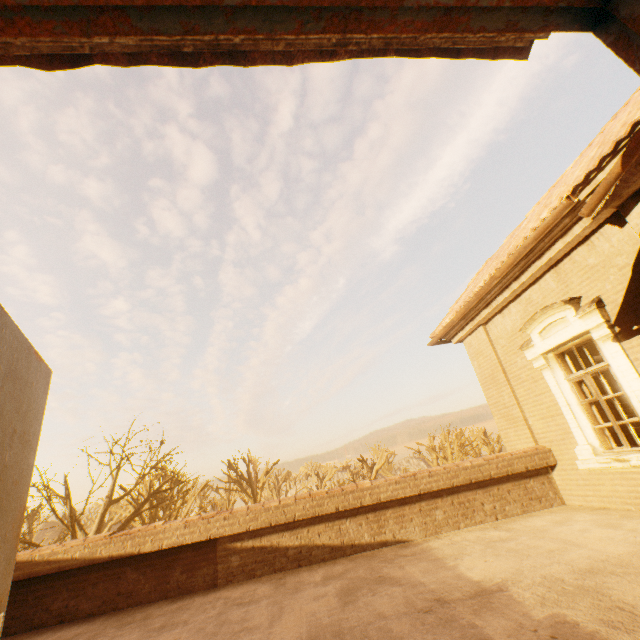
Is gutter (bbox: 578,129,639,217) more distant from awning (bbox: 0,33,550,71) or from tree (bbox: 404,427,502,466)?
tree (bbox: 404,427,502,466)

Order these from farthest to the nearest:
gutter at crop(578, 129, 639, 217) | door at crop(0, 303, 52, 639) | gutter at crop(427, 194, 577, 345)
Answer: gutter at crop(427, 194, 577, 345) → gutter at crop(578, 129, 639, 217) → door at crop(0, 303, 52, 639)

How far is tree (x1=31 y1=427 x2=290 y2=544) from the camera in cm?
1363

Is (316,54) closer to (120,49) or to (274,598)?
(120,49)

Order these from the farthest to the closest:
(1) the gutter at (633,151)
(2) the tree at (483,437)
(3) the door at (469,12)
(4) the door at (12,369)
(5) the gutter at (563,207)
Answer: (2) the tree at (483,437) < (5) the gutter at (563,207) < (1) the gutter at (633,151) < (4) the door at (12,369) < (3) the door at (469,12)

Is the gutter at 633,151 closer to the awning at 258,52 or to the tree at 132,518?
the awning at 258,52

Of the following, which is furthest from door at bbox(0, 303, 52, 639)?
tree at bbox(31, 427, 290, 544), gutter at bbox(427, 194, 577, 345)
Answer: tree at bbox(31, 427, 290, 544)

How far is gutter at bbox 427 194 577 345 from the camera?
5.00m
